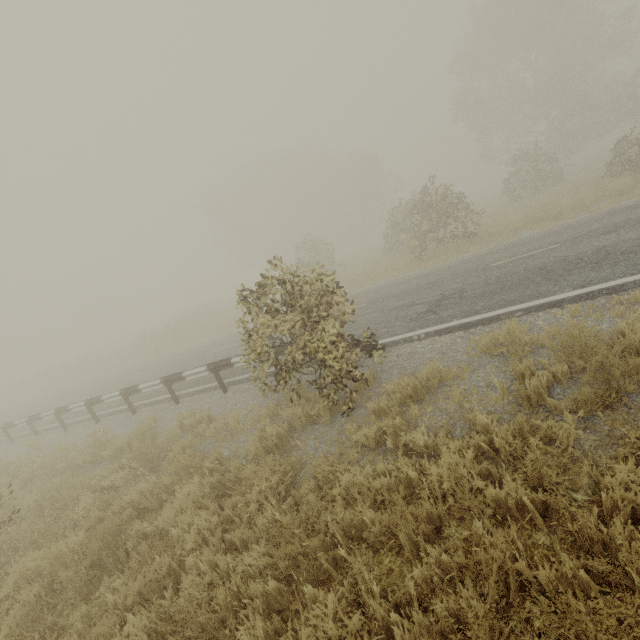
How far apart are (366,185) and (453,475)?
42.2 meters

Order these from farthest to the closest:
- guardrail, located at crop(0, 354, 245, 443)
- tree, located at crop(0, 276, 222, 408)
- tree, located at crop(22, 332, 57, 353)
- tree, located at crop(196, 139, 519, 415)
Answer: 1. tree, located at crop(22, 332, 57, 353)
2. tree, located at crop(0, 276, 222, 408)
3. guardrail, located at crop(0, 354, 245, 443)
4. tree, located at crop(196, 139, 519, 415)

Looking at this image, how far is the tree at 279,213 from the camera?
5.5 meters

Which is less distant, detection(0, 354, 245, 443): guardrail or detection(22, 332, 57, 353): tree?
detection(0, 354, 245, 443): guardrail

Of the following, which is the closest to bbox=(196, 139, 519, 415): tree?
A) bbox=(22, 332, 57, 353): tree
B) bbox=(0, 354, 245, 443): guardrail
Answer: bbox=(0, 354, 245, 443): guardrail

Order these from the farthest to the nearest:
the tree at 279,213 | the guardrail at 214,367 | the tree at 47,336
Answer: the tree at 47,336 < the guardrail at 214,367 < the tree at 279,213
